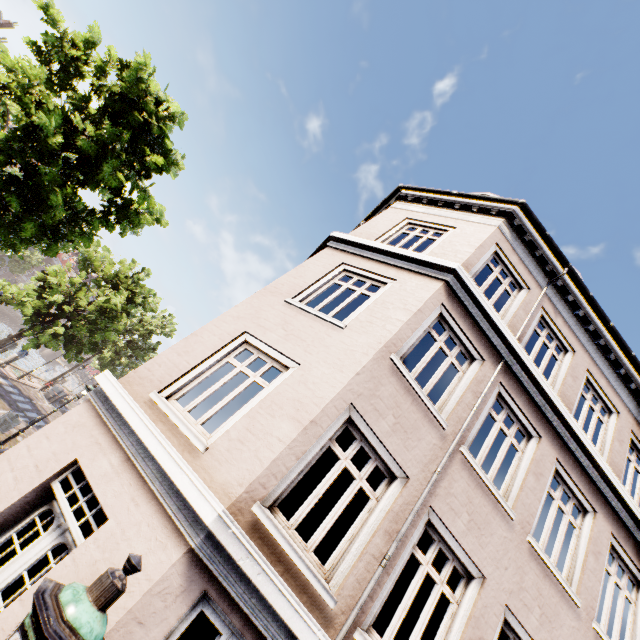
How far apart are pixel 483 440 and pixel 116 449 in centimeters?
1490cm

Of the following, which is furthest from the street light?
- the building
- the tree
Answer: the tree

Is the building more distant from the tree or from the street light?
the tree

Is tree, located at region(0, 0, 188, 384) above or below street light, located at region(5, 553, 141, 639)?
above

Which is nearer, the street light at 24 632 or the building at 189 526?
the street light at 24 632

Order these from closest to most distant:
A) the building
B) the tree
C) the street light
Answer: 1. the street light
2. the building
3. the tree

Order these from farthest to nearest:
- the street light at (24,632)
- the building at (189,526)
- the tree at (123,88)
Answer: the tree at (123,88), the building at (189,526), the street light at (24,632)
